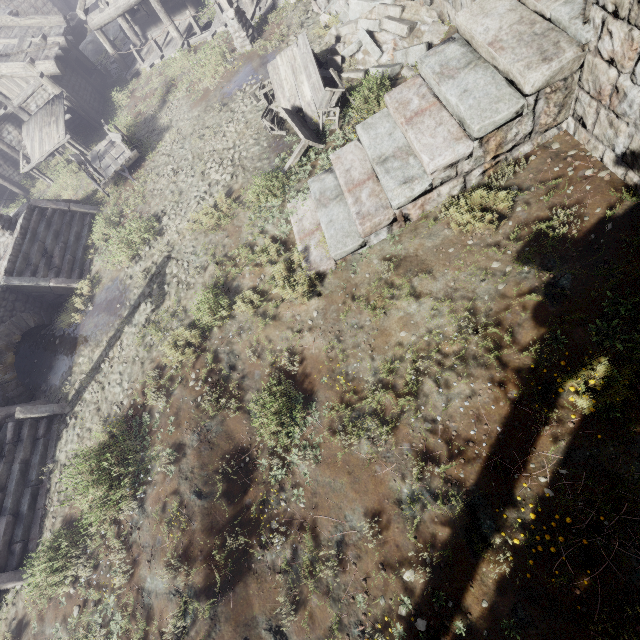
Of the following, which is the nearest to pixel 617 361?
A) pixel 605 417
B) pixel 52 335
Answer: pixel 605 417

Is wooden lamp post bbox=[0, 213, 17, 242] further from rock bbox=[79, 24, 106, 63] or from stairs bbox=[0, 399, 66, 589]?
rock bbox=[79, 24, 106, 63]

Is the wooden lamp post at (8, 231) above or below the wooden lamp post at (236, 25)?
above

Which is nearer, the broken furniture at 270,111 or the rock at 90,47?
the broken furniture at 270,111

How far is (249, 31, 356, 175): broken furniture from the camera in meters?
8.2 m

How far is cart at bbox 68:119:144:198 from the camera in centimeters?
1216cm

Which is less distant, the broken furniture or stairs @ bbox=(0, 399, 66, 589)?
stairs @ bbox=(0, 399, 66, 589)

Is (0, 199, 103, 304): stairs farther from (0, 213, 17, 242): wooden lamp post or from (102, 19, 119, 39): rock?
(102, 19, 119, 39): rock
